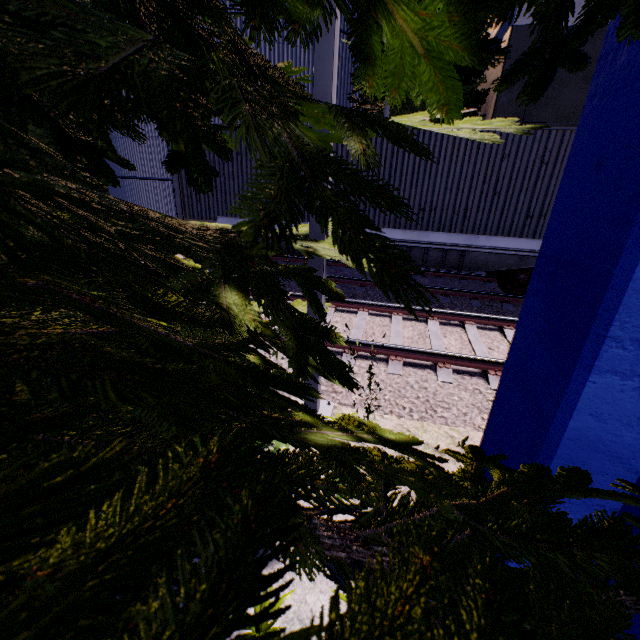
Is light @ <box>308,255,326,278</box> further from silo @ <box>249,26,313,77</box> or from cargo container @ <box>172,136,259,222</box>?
cargo container @ <box>172,136,259,222</box>

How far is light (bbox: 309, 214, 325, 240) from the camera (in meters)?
3.29

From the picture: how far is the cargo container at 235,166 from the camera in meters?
8.9

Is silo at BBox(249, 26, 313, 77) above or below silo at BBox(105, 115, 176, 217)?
above

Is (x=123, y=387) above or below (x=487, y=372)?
above

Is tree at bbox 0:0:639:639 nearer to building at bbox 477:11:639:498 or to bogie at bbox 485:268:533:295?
building at bbox 477:11:639:498

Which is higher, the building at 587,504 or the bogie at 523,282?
the building at 587,504

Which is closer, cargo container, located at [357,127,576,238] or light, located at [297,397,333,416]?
light, located at [297,397,333,416]
